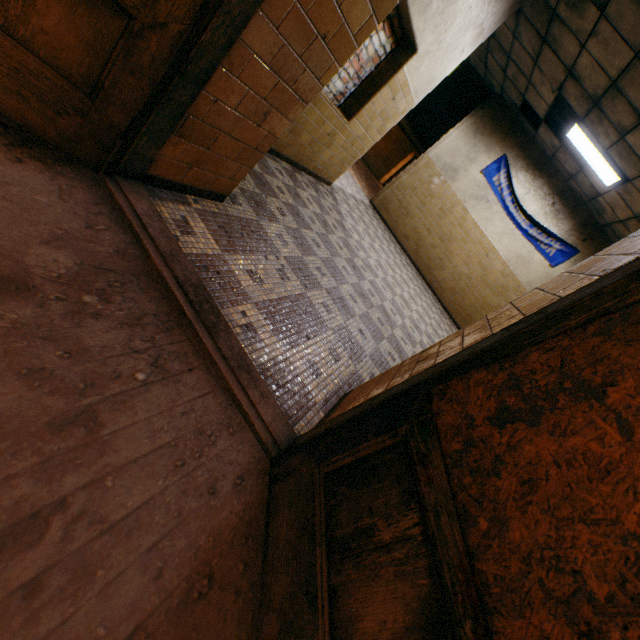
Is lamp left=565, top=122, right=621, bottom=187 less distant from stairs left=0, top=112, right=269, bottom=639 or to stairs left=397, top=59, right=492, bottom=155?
stairs left=397, top=59, right=492, bottom=155

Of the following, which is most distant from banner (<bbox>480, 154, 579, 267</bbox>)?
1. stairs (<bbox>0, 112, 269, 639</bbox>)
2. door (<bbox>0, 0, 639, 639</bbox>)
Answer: stairs (<bbox>0, 112, 269, 639</bbox>)

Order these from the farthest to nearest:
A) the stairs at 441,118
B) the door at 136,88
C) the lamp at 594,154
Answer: the stairs at 441,118
the lamp at 594,154
the door at 136,88

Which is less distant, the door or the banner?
the door

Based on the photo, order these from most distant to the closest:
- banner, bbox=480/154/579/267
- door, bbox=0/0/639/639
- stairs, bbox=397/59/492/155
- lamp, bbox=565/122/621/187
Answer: stairs, bbox=397/59/492/155 < banner, bbox=480/154/579/267 < lamp, bbox=565/122/621/187 < door, bbox=0/0/639/639

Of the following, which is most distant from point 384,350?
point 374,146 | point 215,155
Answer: point 374,146

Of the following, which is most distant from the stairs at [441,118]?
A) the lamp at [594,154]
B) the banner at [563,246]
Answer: the lamp at [594,154]

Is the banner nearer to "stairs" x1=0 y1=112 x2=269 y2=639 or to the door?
the door
